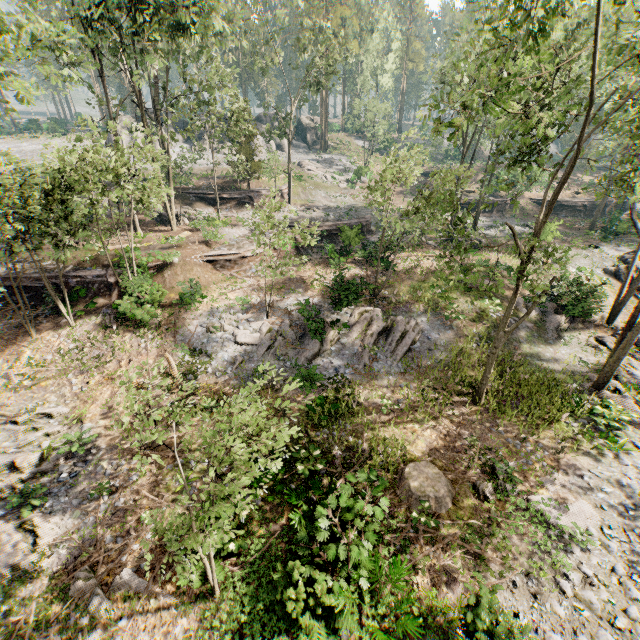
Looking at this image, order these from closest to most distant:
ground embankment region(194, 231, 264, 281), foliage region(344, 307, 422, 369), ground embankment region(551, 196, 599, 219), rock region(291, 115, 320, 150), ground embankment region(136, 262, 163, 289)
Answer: foliage region(344, 307, 422, 369), ground embankment region(136, 262, 163, 289), ground embankment region(194, 231, 264, 281), ground embankment region(551, 196, 599, 219), rock region(291, 115, 320, 150)

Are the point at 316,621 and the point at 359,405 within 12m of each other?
yes

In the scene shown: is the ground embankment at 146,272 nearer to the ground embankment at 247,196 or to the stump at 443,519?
the ground embankment at 247,196

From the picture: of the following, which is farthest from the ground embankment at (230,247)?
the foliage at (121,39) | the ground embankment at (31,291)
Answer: the ground embankment at (31,291)

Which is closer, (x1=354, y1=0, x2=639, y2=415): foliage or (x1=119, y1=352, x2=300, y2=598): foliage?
(x1=119, y1=352, x2=300, y2=598): foliage

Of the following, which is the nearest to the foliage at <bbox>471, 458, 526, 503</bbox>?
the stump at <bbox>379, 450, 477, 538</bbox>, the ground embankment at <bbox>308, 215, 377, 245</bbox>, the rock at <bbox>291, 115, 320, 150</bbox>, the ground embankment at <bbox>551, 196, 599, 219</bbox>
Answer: the ground embankment at <bbox>551, 196, 599, 219</bbox>

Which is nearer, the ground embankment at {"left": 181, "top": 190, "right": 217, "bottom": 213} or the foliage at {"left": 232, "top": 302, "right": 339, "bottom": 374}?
the foliage at {"left": 232, "top": 302, "right": 339, "bottom": 374}

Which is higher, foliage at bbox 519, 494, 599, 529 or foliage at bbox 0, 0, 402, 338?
foliage at bbox 0, 0, 402, 338
